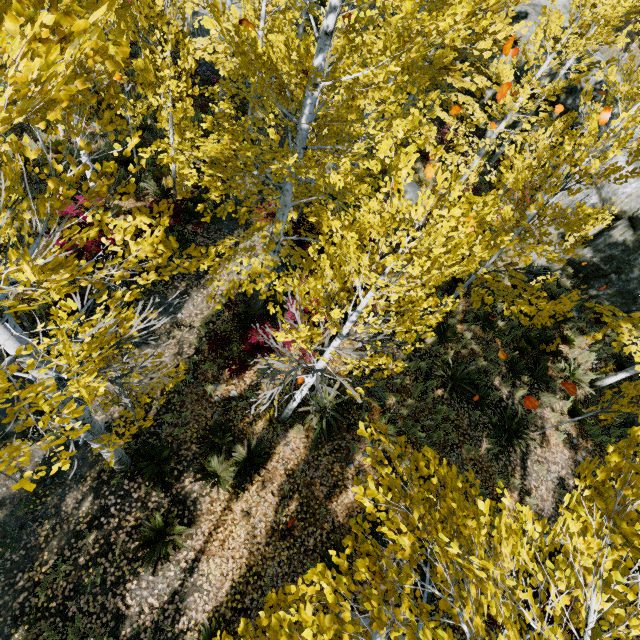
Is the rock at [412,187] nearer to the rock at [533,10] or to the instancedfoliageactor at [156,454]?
the instancedfoliageactor at [156,454]

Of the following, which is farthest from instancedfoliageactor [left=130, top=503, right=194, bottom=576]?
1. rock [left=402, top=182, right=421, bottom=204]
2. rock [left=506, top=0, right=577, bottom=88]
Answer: rock [left=402, top=182, right=421, bottom=204]

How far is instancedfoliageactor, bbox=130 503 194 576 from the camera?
5.9 meters

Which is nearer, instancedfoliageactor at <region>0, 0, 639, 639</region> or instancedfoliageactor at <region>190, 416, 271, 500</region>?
instancedfoliageactor at <region>0, 0, 639, 639</region>

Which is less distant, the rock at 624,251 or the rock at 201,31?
the rock at 624,251

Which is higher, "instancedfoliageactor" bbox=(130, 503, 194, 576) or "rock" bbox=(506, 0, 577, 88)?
"rock" bbox=(506, 0, 577, 88)

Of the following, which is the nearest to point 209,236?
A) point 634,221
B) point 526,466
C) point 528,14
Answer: point 526,466
